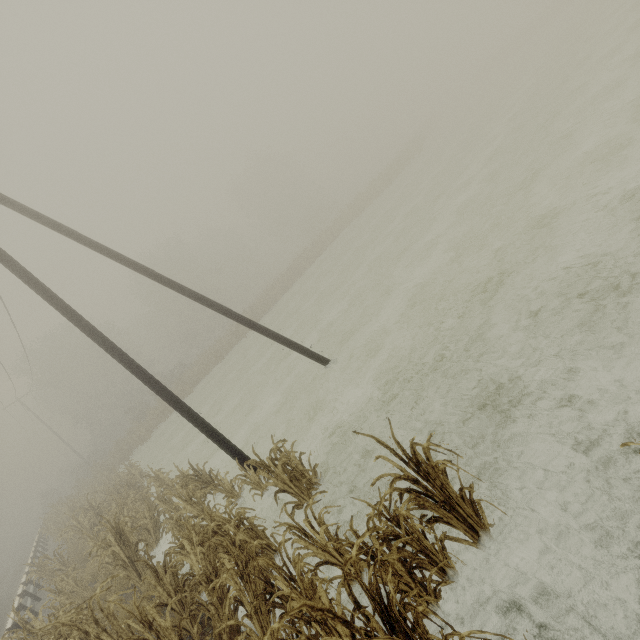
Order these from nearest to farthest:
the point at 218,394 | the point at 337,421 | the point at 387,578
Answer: the point at 387,578, the point at 337,421, the point at 218,394

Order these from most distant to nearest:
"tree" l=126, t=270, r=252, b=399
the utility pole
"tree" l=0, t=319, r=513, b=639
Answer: "tree" l=126, t=270, r=252, b=399 → the utility pole → "tree" l=0, t=319, r=513, b=639

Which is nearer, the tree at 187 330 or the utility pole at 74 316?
the utility pole at 74 316

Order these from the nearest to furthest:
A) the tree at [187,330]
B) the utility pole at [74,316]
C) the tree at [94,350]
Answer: the tree at [94,350] → the utility pole at [74,316] → the tree at [187,330]

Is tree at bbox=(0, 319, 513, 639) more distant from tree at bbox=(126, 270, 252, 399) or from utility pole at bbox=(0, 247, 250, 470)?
tree at bbox=(126, 270, 252, 399)

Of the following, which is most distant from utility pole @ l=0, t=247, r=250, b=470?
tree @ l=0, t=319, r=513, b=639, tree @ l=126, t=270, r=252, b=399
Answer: tree @ l=126, t=270, r=252, b=399
